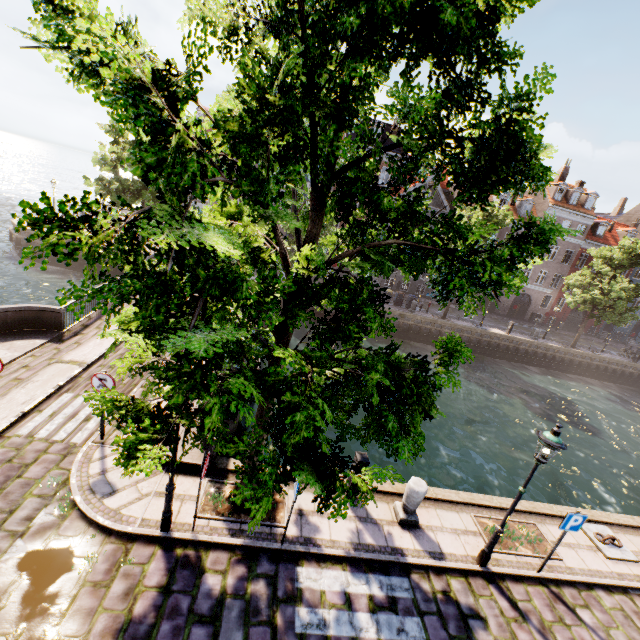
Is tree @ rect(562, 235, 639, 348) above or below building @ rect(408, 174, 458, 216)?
below

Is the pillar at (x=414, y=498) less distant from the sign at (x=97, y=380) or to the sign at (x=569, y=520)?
the sign at (x=569, y=520)

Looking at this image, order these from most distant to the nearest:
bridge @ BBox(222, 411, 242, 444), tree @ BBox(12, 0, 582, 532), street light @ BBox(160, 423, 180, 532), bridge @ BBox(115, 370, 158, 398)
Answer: bridge @ BBox(222, 411, 242, 444)
bridge @ BBox(115, 370, 158, 398)
street light @ BBox(160, 423, 180, 532)
tree @ BBox(12, 0, 582, 532)

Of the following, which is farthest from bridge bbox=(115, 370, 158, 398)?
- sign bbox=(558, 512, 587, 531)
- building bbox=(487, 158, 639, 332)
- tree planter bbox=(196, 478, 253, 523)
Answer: building bbox=(487, 158, 639, 332)

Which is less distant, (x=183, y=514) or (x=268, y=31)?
(x=268, y=31)

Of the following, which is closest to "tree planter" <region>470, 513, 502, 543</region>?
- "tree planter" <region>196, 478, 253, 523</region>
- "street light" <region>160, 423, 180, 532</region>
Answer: "street light" <region>160, 423, 180, 532</region>

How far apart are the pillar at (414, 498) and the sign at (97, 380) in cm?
739

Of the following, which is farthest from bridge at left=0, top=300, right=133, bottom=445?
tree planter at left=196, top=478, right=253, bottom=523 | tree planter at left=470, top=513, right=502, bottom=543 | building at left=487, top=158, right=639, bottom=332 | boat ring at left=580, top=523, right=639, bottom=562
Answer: boat ring at left=580, top=523, right=639, bottom=562
